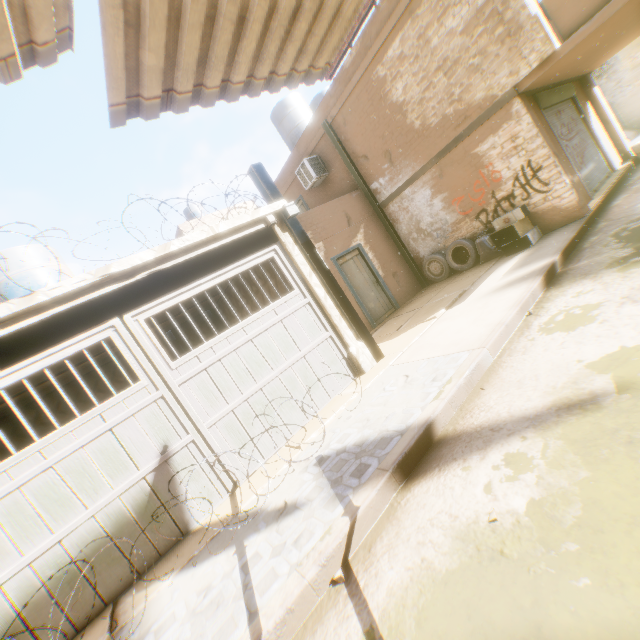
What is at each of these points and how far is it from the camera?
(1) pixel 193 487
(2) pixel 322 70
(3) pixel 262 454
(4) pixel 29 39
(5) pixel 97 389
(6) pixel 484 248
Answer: (1) wooden gate, 4.5m
(2) building, 3.0m
(3) wooden gate, 5.1m
(4) building, 1.8m
(5) building, 8.8m
(6) trash bag, 8.9m

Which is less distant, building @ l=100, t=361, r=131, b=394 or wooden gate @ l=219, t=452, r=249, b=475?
wooden gate @ l=219, t=452, r=249, b=475

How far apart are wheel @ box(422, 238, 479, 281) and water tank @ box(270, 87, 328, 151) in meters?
7.1

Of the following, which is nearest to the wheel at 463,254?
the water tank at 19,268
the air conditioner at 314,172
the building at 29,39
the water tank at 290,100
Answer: the building at 29,39

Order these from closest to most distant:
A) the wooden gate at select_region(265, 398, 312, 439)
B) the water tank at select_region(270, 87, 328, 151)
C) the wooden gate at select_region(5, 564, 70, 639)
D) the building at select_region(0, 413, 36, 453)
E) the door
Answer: the wooden gate at select_region(5, 564, 70, 639) → the wooden gate at select_region(265, 398, 312, 439) → the building at select_region(0, 413, 36, 453) → the door → the water tank at select_region(270, 87, 328, 151)

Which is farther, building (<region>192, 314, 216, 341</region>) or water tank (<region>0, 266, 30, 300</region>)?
building (<region>192, 314, 216, 341</region>)

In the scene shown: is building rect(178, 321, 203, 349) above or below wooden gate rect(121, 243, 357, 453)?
above

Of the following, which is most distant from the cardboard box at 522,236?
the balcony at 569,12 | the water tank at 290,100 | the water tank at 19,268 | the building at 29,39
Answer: the water tank at 290,100
